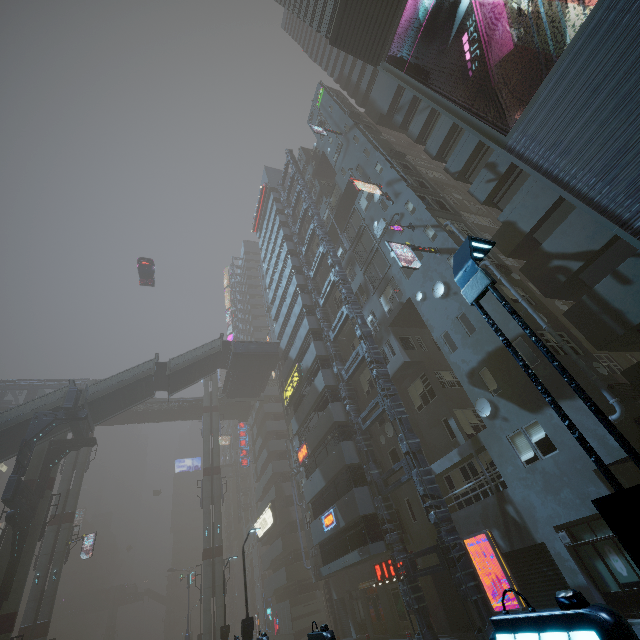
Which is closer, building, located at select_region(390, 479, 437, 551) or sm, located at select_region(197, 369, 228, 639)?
building, located at select_region(390, 479, 437, 551)

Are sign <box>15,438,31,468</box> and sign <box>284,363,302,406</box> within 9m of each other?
no

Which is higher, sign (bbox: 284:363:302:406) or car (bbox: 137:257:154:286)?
car (bbox: 137:257:154:286)

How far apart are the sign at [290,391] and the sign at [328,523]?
10.38m

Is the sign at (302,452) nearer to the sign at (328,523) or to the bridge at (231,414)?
the sign at (328,523)

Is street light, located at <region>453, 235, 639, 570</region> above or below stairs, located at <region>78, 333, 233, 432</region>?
below

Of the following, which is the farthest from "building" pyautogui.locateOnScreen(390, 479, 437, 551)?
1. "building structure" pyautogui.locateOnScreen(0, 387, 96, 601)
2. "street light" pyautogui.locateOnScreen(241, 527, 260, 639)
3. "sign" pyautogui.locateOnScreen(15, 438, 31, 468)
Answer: "sign" pyautogui.locateOnScreen(15, 438, 31, 468)

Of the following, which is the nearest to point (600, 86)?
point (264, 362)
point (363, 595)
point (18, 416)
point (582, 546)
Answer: point (582, 546)
